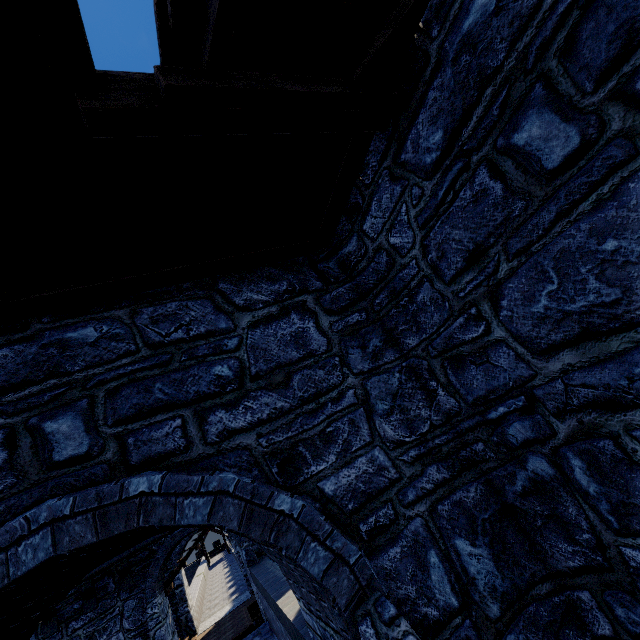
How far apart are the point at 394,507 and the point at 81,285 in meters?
3.0
